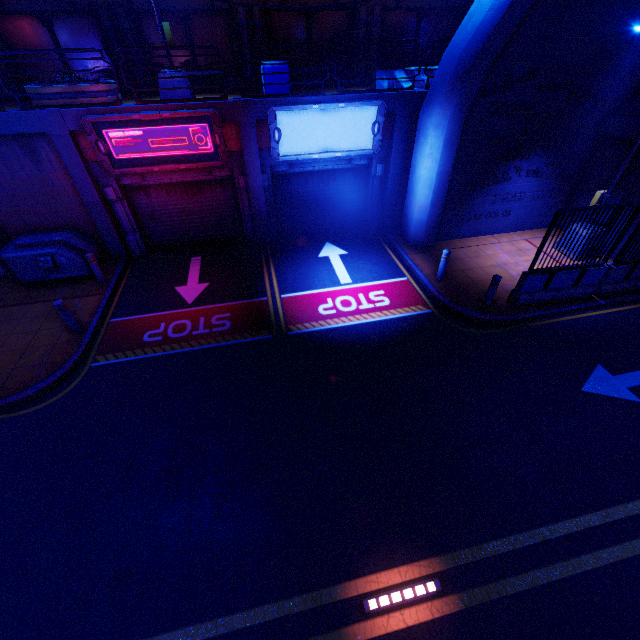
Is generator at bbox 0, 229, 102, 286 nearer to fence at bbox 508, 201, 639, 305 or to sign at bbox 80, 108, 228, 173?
sign at bbox 80, 108, 228, 173

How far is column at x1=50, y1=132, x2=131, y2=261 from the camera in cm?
940

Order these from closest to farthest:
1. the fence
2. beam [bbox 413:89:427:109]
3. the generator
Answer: the fence
the generator
beam [bbox 413:89:427:109]

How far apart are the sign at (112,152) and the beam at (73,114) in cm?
12

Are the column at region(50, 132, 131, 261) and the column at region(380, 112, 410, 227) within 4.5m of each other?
no

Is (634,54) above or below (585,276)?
above

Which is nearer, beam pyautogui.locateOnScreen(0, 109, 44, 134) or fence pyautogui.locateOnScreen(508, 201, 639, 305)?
fence pyautogui.locateOnScreen(508, 201, 639, 305)

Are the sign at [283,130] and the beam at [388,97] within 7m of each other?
yes
